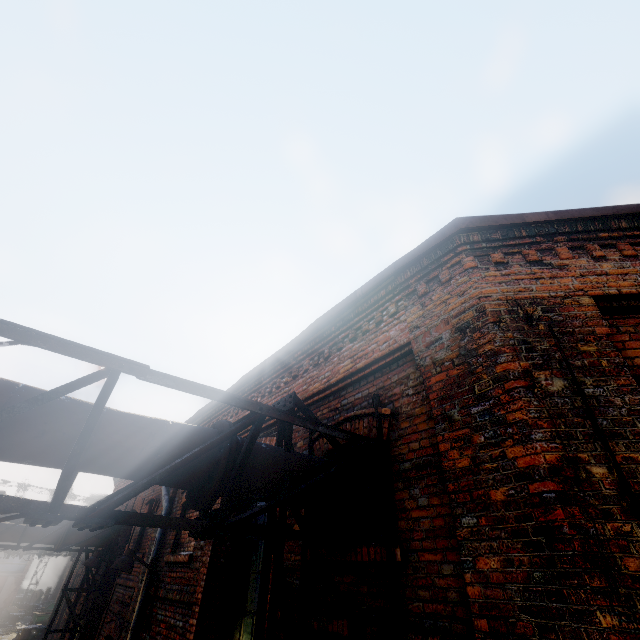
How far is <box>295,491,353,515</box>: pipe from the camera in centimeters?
327cm

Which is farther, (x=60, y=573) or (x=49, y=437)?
(x=60, y=573)

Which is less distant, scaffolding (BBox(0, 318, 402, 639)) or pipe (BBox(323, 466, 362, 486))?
scaffolding (BBox(0, 318, 402, 639))

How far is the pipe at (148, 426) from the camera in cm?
238

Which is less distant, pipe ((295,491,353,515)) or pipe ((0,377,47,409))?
pipe ((0,377,47,409))
